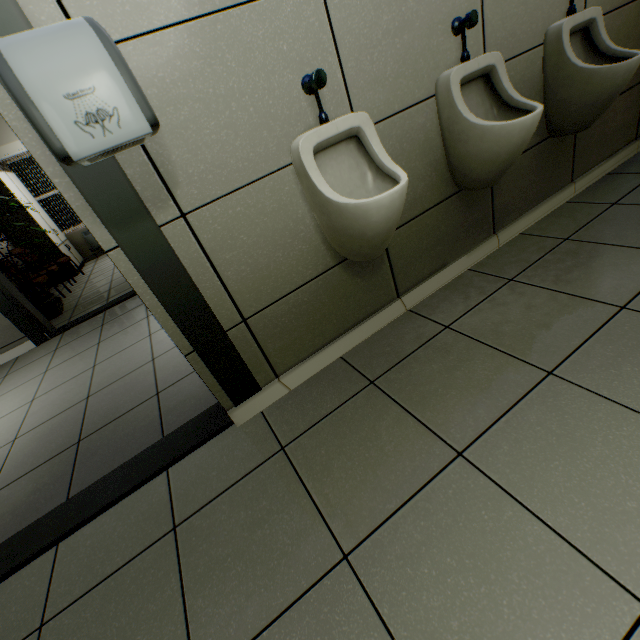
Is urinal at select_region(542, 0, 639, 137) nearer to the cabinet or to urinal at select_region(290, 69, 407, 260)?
urinal at select_region(290, 69, 407, 260)

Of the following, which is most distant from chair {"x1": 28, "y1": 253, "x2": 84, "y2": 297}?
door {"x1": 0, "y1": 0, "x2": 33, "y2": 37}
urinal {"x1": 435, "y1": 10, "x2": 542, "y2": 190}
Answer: urinal {"x1": 435, "y1": 10, "x2": 542, "y2": 190}

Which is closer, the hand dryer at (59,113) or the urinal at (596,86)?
the hand dryer at (59,113)

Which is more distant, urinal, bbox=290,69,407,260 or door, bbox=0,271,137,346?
door, bbox=0,271,137,346

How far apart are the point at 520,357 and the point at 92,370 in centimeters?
307cm

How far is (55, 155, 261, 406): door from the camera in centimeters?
102cm

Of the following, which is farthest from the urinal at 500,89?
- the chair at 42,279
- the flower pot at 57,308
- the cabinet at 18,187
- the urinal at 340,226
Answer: the cabinet at 18,187

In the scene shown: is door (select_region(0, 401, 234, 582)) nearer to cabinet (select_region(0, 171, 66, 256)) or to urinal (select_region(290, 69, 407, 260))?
urinal (select_region(290, 69, 407, 260))
